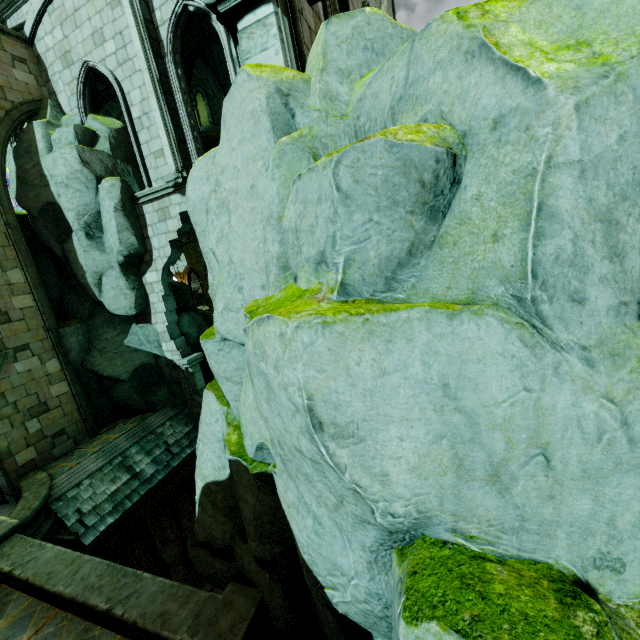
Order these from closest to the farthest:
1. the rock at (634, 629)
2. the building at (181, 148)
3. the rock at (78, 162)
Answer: the rock at (634, 629)
the building at (181, 148)
the rock at (78, 162)

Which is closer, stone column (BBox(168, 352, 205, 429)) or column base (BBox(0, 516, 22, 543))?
column base (BBox(0, 516, 22, 543))

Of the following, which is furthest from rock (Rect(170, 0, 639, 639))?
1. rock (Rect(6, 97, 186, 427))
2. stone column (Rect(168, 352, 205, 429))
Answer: stone column (Rect(168, 352, 205, 429))

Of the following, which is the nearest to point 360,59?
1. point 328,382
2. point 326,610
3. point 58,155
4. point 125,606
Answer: point 328,382

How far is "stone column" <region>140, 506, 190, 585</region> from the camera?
12.4m

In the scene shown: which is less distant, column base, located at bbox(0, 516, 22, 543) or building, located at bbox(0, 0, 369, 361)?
building, located at bbox(0, 0, 369, 361)

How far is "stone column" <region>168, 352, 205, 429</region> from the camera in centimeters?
1330cm

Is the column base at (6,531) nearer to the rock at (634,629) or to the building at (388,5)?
the rock at (634,629)
